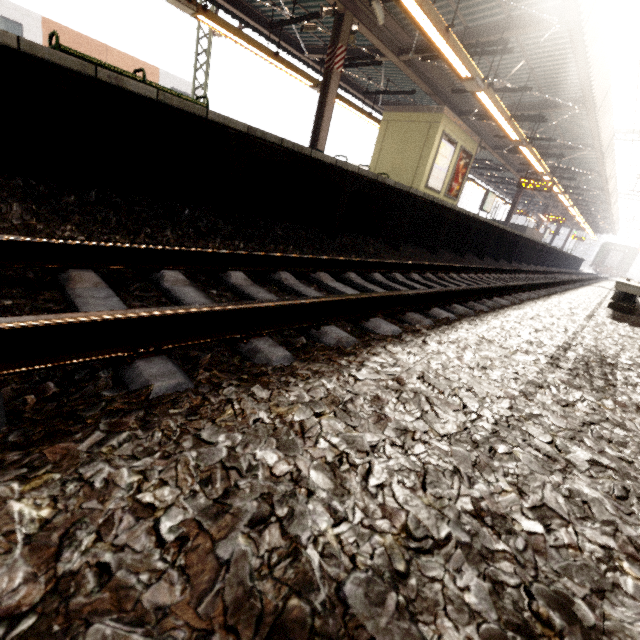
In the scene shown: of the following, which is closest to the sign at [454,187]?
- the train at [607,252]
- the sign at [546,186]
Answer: the sign at [546,186]

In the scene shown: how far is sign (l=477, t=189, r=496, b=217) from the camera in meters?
18.3

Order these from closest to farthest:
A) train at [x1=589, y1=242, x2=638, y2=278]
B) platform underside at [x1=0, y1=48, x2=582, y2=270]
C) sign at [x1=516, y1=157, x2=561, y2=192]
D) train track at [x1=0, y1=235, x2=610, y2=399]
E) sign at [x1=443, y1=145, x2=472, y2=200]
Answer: train track at [x1=0, y1=235, x2=610, y2=399] < platform underside at [x1=0, y1=48, x2=582, y2=270] < sign at [x1=443, y1=145, x2=472, y2=200] < sign at [x1=516, y1=157, x2=561, y2=192] < train at [x1=589, y1=242, x2=638, y2=278]

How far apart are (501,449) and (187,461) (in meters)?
0.89

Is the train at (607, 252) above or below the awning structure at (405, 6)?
below

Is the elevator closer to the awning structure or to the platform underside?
the awning structure

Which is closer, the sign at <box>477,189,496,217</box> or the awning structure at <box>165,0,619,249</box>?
the awning structure at <box>165,0,619,249</box>

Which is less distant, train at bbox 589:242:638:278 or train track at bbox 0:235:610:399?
train track at bbox 0:235:610:399
